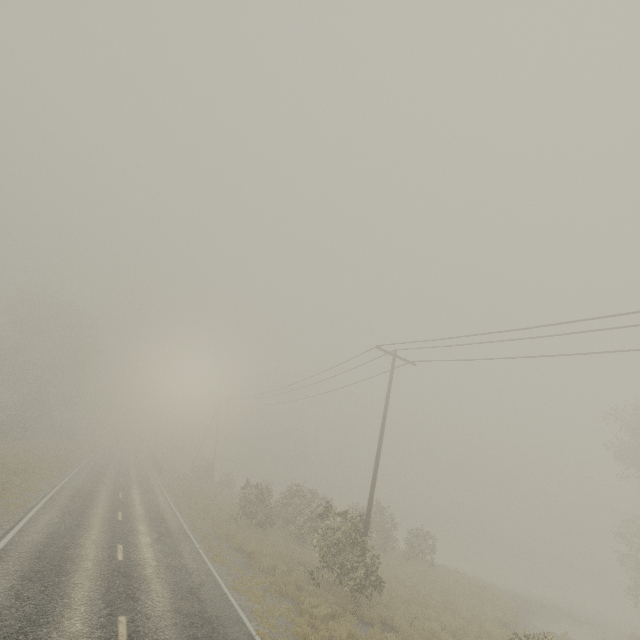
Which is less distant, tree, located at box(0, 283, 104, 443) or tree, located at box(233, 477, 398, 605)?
tree, located at box(233, 477, 398, 605)

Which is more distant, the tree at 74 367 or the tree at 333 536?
the tree at 74 367

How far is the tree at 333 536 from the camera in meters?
14.3

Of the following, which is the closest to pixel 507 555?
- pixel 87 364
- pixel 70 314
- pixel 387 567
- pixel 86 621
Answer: pixel 387 567

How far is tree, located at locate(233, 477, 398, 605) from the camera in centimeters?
1434cm
